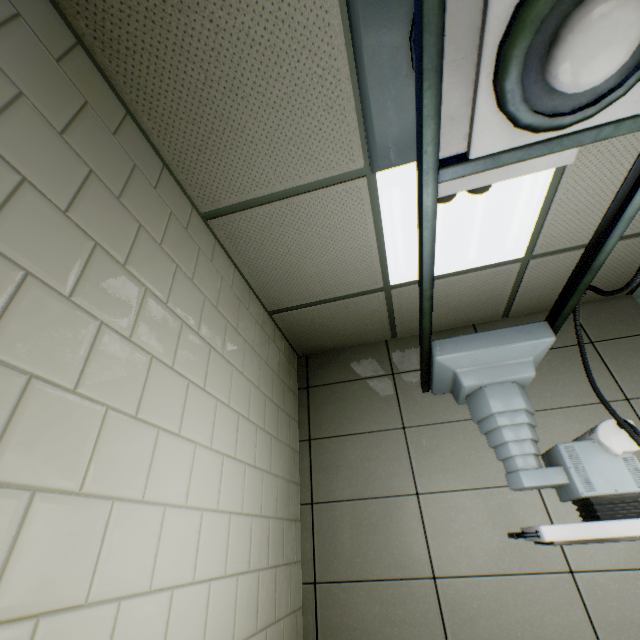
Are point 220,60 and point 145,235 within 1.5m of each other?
yes
